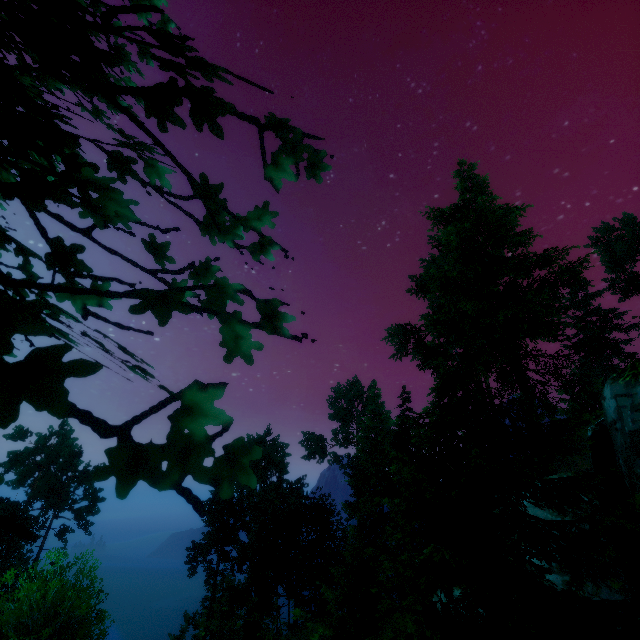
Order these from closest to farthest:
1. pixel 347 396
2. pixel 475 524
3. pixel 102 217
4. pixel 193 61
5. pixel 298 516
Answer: pixel 193 61 < pixel 102 217 < pixel 475 524 < pixel 298 516 < pixel 347 396
